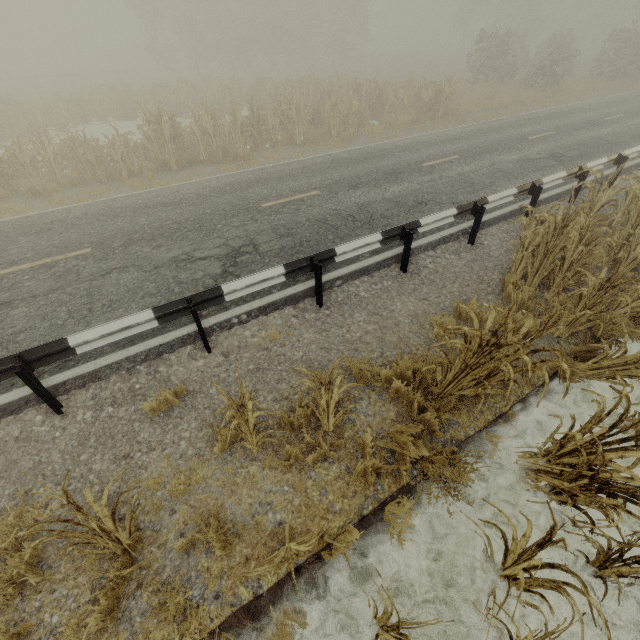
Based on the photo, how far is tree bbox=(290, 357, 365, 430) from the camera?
3.27m

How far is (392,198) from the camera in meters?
8.8 m

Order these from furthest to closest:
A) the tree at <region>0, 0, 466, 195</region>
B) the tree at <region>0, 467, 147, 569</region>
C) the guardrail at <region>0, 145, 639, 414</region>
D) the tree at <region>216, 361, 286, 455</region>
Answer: the tree at <region>0, 0, 466, 195</region>
the guardrail at <region>0, 145, 639, 414</region>
the tree at <region>216, 361, 286, 455</region>
the tree at <region>0, 467, 147, 569</region>

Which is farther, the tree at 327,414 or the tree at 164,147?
the tree at 164,147

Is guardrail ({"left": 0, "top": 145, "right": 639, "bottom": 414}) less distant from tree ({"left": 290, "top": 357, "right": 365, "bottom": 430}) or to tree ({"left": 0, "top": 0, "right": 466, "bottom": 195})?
tree ({"left": 290, "top": 357, "right": 365, "bottom": 430})

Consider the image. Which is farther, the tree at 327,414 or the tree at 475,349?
the tree at 327,414

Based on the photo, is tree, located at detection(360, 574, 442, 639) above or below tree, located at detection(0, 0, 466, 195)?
below
